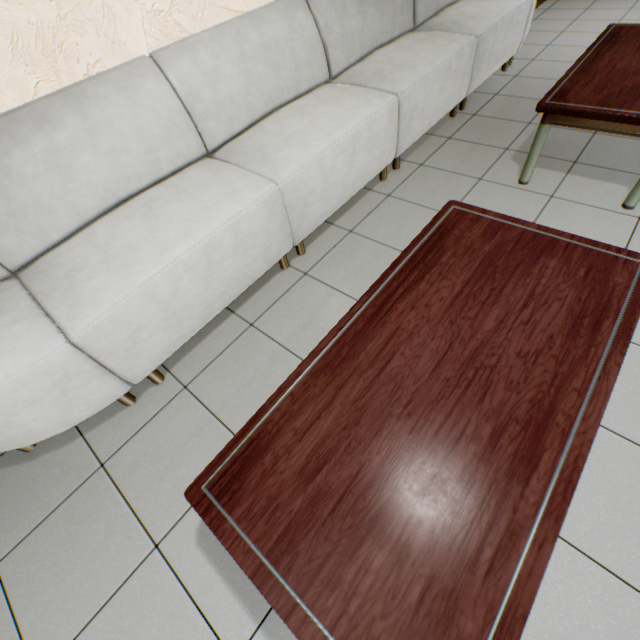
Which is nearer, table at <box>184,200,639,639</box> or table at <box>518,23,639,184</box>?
table at <box>184,200,639,639</box>

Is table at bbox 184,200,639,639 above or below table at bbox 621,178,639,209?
above

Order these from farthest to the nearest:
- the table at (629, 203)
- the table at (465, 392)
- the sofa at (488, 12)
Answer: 1. the table at (629, 203)
2. the sofa at (488, 12)
3. the table at (465, 392)

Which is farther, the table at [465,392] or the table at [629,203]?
the table at [629,203]

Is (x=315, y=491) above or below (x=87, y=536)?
above

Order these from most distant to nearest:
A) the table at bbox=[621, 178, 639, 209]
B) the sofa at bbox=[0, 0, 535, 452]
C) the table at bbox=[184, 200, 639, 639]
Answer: the table at bbox=[621, 178, 639, 209], the sofa at bbox=[0, 0, 535, 452], the table at bbox=[184, 200, 639, 639]

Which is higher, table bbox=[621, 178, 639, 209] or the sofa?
the sofa
